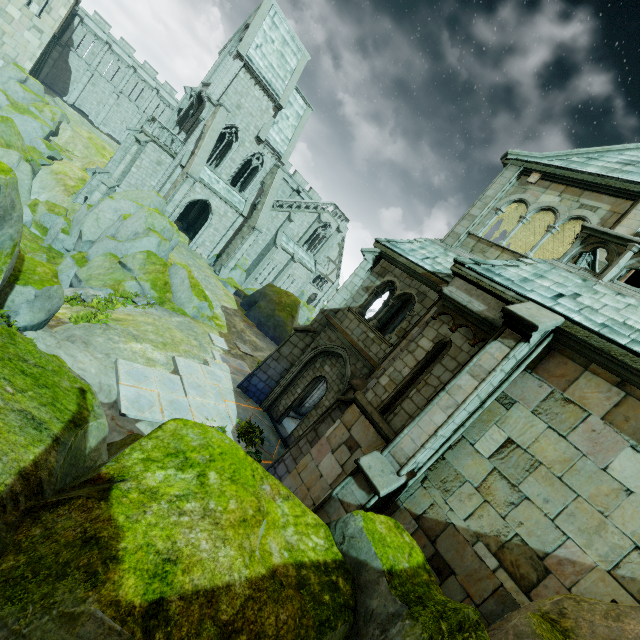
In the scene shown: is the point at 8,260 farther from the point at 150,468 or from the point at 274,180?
the point at 274,180

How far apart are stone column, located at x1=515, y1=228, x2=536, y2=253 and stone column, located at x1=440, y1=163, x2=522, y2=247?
3.3m

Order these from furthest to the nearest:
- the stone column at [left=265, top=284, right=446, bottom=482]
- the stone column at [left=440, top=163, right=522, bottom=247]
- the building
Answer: the building
the stone column at [left=440, top=163, right=522, bottom=247]
the stone column at [left=265, top=284, right=446, bottom=482]

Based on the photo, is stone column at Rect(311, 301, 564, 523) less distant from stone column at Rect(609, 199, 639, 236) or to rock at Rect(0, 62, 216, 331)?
stone column at Rect(609, 199, 639, 236)

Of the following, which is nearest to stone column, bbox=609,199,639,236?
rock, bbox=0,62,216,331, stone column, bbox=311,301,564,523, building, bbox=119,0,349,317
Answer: stone column, bbox=311,301,564,523

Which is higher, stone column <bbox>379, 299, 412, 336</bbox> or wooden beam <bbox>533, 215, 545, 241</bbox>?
wooden beam <bbox>533, 215, 545, 241</bbox>

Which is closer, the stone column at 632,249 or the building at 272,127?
the stone column at 632,249

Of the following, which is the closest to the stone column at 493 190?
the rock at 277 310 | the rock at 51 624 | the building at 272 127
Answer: the building at 272 127
